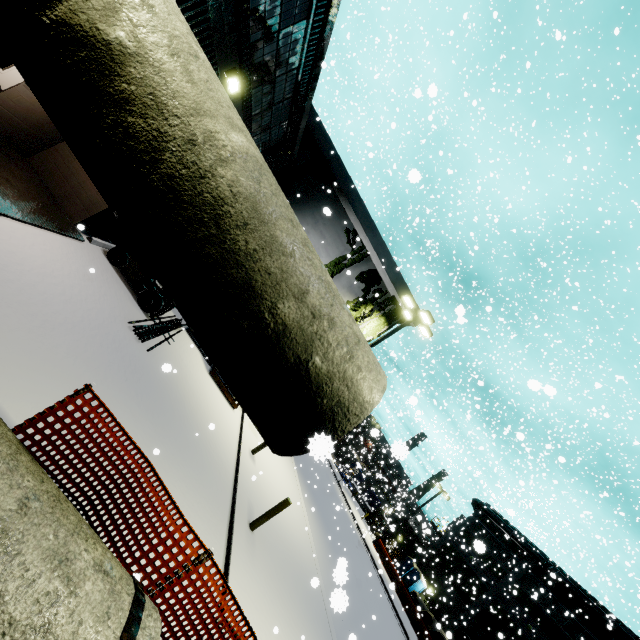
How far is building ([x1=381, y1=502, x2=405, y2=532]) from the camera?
23.3 meters

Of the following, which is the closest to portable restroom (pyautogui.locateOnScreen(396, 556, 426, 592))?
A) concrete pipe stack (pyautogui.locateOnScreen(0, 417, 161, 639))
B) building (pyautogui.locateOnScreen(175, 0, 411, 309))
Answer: building (pyautogui.locateOnScreen(175, 0, 411, 309))

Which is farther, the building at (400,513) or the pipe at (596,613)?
the pipe at (596,613)

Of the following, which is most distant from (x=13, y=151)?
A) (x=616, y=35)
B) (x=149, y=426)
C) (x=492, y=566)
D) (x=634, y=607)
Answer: (x=634, y=607)

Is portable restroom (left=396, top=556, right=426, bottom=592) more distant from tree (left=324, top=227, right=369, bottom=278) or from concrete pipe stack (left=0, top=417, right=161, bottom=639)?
tree (left=324, top=227, right=369, bottom=278)

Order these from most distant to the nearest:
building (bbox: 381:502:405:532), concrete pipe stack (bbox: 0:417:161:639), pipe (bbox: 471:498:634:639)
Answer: pipe (bbox: 471:498:634:639), building (bbox: 381:502:405:532), concrete pipe stack (bbox: 0:417:161:639)

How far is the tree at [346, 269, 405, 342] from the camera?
17.9 meters

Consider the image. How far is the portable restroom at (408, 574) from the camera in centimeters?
3628cm
